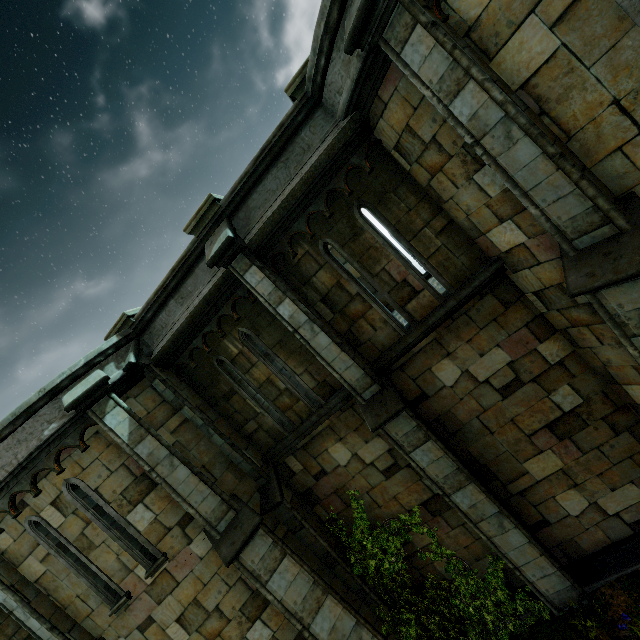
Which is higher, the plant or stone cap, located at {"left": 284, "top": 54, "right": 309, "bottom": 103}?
stone cap, located at {"left": 284, "top": 54, "right": 309, "bottom": 103}

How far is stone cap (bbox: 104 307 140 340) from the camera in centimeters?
729cm

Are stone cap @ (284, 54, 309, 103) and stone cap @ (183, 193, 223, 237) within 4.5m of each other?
yes

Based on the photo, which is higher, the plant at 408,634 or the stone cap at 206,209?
the stone cap at 206,209

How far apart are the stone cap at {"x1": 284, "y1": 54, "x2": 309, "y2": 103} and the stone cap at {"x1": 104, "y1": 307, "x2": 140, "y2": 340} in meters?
5.6

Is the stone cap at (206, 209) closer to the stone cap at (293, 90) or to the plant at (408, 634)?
the stone cap at (293, 90)

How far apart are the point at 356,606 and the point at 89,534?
6.0m

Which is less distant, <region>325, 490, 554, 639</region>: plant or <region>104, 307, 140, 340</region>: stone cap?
<region>325, 490, 554, 639</region>: plant
